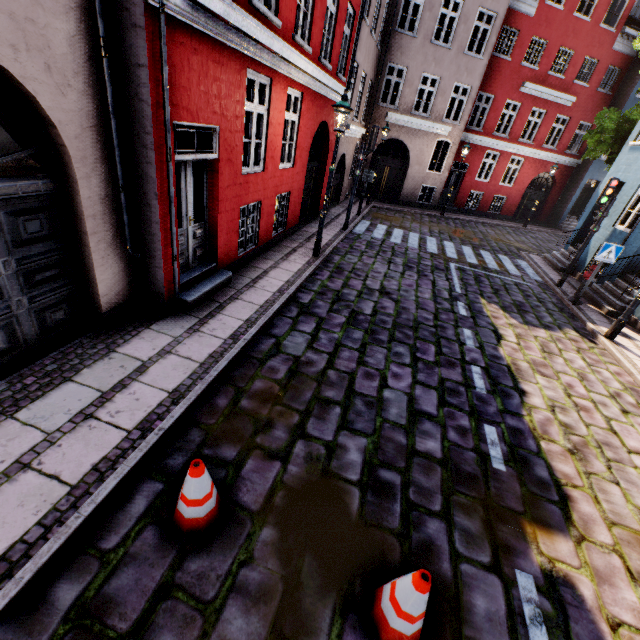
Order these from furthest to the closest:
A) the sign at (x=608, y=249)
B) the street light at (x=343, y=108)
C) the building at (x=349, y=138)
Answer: the sign at (x=608, y=249) < the street light at (x=343, y=108) < the building at (x=349, y=138)

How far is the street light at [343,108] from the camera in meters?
7.3

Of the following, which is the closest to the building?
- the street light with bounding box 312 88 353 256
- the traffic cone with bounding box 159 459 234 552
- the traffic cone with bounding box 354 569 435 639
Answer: the street light with bounding box 312 88 353 256

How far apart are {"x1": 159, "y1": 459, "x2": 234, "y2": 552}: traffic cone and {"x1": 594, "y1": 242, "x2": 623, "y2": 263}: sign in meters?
11.0

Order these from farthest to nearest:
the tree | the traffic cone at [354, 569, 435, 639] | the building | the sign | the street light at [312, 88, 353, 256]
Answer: the tree → the sign → the street light at [312, 88, 353, 256] → the building → the traffic cone at [354, 569, 435, 639]

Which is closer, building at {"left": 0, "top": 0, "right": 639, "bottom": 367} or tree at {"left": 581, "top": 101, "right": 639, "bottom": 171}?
building at {"left": 0, "top": 0, "right": 639, "bottom": 367}

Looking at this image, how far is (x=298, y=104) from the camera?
8.35m

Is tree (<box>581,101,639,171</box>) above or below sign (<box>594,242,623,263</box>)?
above
